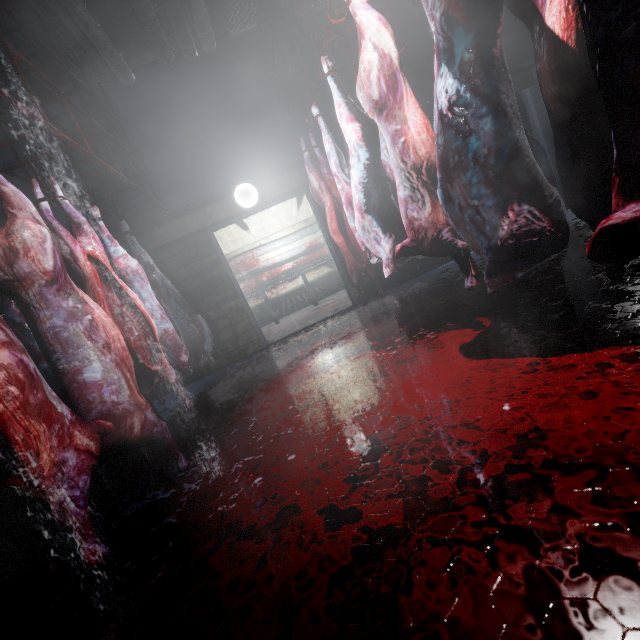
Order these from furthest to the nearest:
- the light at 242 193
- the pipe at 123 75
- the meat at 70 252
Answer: the light at 242 193
the pipe at 123 75
the meat at 70 252

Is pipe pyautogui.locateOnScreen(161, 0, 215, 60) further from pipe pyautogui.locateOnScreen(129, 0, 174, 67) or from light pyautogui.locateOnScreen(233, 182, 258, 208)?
light pyautogui.locateOnScreen(233, 182, 258, 208)

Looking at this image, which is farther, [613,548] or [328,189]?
[328,189]

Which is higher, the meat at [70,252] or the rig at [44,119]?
the rig at [44,119]

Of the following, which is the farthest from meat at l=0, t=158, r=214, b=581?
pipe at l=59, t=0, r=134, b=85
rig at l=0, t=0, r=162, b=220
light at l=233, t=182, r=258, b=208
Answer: light at l=233, t=182, r=258, b=208

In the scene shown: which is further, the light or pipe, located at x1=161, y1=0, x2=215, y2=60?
the light

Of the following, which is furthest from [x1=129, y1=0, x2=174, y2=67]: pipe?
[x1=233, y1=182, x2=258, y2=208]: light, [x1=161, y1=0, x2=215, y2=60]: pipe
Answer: [x1=233, y1=182, x2=258, y2=208]: light

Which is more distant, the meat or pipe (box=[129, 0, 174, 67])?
pipe (box=[129, 0, 174, 67])
